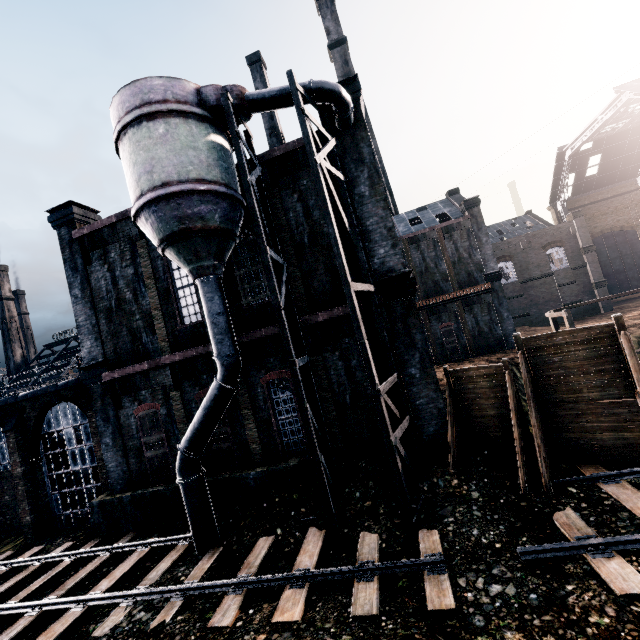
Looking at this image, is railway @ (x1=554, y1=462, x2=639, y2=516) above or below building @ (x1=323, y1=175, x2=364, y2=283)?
below

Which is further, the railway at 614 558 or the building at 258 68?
the building at 258 68

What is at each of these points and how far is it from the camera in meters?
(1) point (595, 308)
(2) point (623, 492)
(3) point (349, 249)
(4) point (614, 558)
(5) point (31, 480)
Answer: (1) building, 45.8 m
(2) railway, 9.4 m
(3) building, 14.0 m
(4) railway, 7.4 m
(5) building, 18.5 m

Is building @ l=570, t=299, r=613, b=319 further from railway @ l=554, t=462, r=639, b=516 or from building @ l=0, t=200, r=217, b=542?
railway @ l=554, t=462, r=639, b=516

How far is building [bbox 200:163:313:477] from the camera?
14.6 meters

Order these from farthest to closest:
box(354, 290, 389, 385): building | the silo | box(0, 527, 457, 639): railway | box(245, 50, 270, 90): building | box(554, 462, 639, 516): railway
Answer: box(245, 50, 270, 90): building
box(354, 290, 389, 385): building
the silo
box(554, 462, 639, 516): railway
box(0, 527, 457, 639): railway

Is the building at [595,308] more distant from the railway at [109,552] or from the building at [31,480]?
the railway at [109,552]
